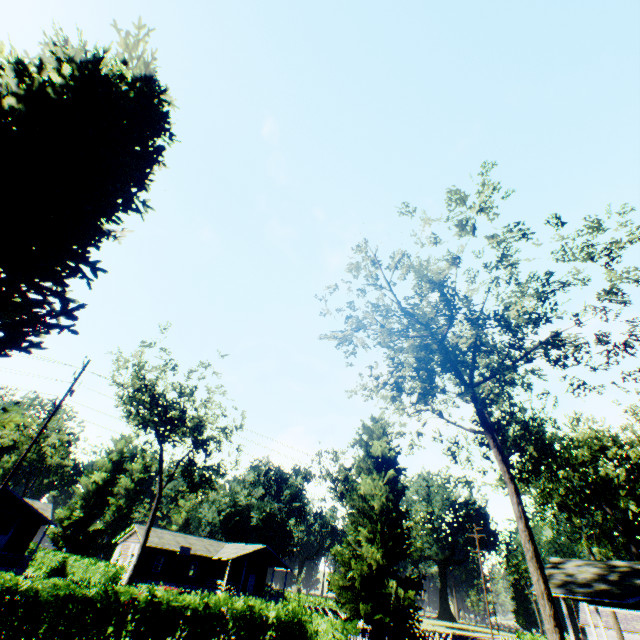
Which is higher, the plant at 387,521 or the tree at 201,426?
the tree at 201,426

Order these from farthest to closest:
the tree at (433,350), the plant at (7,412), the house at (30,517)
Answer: the house at (30,517)
the tree at (433,350)
the plant at (7,412)

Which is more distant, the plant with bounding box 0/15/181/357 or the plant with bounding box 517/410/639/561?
the plant with bounding box 517/410/639/561

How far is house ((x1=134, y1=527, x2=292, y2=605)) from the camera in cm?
4131

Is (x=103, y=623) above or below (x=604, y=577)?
below

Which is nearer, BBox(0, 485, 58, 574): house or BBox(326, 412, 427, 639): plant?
BBox(326, 412, 427, 639): plant

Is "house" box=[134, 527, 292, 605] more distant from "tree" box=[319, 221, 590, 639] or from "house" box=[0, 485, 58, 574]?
"tree" box=[319, 221, 590, 639]

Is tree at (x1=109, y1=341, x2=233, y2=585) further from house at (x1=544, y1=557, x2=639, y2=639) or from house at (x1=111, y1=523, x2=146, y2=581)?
house at (x1=544, y1=557, x2=639, y2=639)
